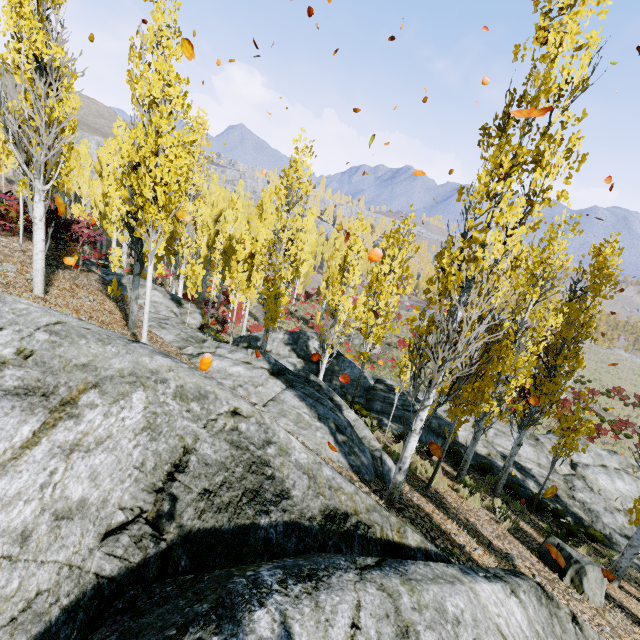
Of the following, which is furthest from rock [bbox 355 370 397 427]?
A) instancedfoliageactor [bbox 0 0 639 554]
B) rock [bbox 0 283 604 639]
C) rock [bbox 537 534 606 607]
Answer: rock [bbox 0 283 604 639]

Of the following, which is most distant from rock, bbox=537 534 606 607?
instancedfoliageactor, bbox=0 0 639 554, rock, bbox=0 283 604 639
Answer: rock, bbox=0 283 604 639

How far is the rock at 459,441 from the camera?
15.4m

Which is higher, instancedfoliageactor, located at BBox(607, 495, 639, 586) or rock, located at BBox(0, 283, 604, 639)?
rock, located at BBox(0, 283, 604, 639)

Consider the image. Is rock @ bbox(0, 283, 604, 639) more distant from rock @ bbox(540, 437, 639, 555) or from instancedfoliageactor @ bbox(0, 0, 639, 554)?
rock @ bbox(540, 437, 639, 555)

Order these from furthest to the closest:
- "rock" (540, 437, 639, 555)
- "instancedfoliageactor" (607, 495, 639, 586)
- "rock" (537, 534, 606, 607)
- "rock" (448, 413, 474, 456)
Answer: "rock" (448, 413, 474, 456), "rock" (540, 437, 639, 555), "instancedfoliageactor" (607, 495, 639, 586), "rock" (537, 534, 606, 607)

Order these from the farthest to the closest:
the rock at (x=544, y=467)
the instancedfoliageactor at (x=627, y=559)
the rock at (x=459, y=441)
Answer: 1. the rock at (x=459, y=441)
2. the rock at (x=544, y=467)
3. the instancedfoliageactor at (x=627, y=559)

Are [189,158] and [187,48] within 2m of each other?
yes
